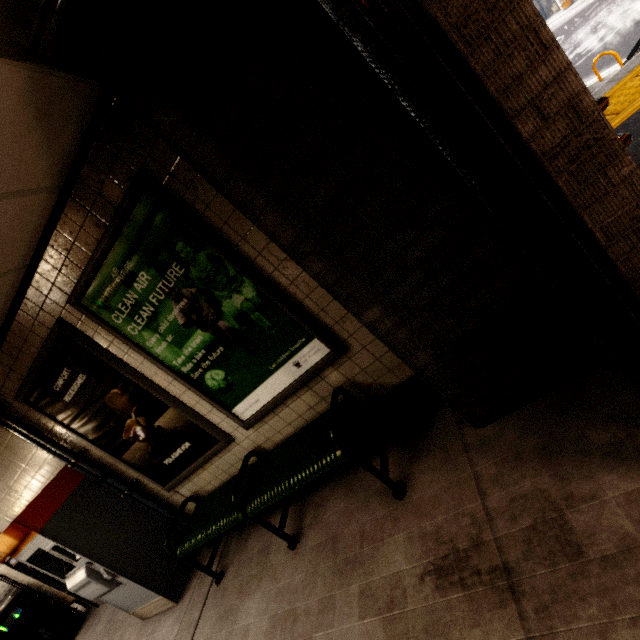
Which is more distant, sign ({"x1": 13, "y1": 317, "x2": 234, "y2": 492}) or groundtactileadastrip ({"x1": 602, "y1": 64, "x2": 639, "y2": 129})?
groundtactileadastrip ({"x1": 602, "y1": 64, "x2": 639, "y2": 129})

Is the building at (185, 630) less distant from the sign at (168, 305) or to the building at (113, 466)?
the building at (113, 466)

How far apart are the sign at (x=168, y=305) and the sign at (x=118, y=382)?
0.20m

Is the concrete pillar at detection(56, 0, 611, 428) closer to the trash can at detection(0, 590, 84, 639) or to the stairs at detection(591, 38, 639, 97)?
the stairs at detection(591, 38, 639, 97)

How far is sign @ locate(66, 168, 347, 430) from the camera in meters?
2.1 m

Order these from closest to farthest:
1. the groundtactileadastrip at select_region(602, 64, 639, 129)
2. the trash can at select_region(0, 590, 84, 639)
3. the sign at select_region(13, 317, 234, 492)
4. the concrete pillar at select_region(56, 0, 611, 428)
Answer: the concrete pillar at select_region(56, 0, 611, 428), the sign at select_region(13, 317, 234, 492), the groundtactileadastrip at select_region(602, 64, 639, 129), the trash can at select_region(0, 590, 84, 639)

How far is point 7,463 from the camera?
3.7 meters

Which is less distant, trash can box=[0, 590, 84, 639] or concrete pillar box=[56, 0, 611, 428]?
concrete pillar box=[56, 0, 611, 428]
